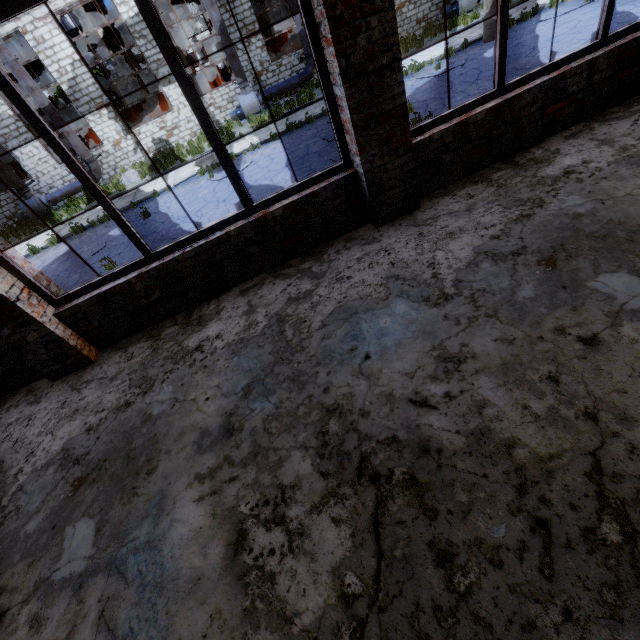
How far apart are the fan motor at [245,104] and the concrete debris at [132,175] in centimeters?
572cm

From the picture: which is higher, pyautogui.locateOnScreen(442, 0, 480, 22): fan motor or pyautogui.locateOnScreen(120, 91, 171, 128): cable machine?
pyautogui.locateOnScreen(120, 91, 171, 128): cable machine

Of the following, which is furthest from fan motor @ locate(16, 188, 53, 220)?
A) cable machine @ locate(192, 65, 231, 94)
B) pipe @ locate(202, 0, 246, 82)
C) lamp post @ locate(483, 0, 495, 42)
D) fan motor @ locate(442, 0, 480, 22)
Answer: fan motor @ locate(442, 0, 480, 22)

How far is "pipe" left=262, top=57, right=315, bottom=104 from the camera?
17.8 meters

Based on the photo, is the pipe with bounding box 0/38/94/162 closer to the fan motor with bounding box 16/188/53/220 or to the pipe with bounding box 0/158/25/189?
the fan motor with bounding box 16/188/53/220

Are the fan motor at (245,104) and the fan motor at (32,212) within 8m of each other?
no

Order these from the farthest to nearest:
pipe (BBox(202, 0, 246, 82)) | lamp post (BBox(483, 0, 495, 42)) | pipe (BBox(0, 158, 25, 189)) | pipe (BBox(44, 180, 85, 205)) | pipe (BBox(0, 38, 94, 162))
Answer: pipe (BBox(44, 180, 85, 205)), pipe (BBox(0, 158, 25, 189)), pipe (BBox(202, 0, 246, 82)), pipe (BBox(0, 38, 94, 162)), lamp post (BBox(483, 0, 495, 42))

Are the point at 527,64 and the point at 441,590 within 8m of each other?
no
